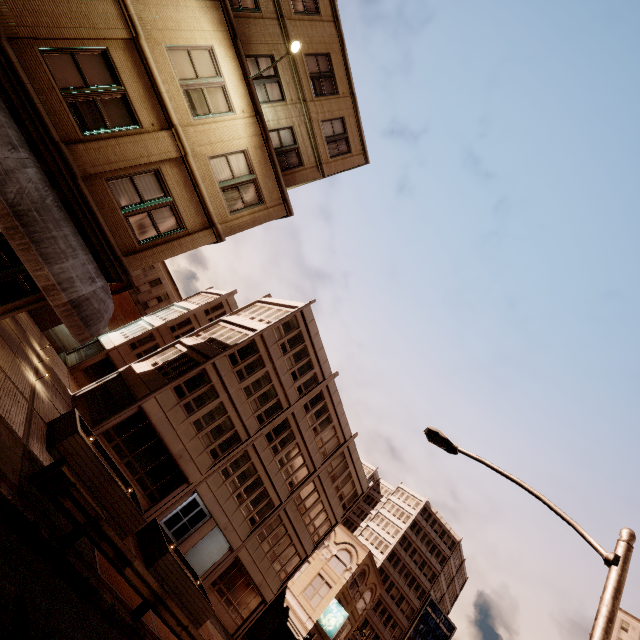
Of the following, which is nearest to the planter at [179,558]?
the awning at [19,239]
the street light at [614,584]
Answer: the awning at [19,239]

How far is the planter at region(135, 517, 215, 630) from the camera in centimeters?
1395cm

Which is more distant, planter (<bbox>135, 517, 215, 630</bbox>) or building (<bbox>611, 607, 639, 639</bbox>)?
building (<bbox>611, 607, 639, 639</bbox>)

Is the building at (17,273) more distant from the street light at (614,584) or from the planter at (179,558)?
the planter at (179,558)

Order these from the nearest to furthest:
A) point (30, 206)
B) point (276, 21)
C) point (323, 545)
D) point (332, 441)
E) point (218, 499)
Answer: point (30, 206) < point (276, 21) < point (218, 499) < point (332, 441) < point (323, 545)

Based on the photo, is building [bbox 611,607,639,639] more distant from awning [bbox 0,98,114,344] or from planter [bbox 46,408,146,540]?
awning [bbox 0,98,114,344]

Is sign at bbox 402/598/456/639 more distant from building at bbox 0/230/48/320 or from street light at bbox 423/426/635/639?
building at bbox 0/230/48/320

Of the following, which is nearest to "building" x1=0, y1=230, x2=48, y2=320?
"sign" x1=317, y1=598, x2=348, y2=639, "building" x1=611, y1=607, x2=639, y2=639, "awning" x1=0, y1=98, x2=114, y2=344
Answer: "awning" x1=0, y1=98, x2=114, y2=344
